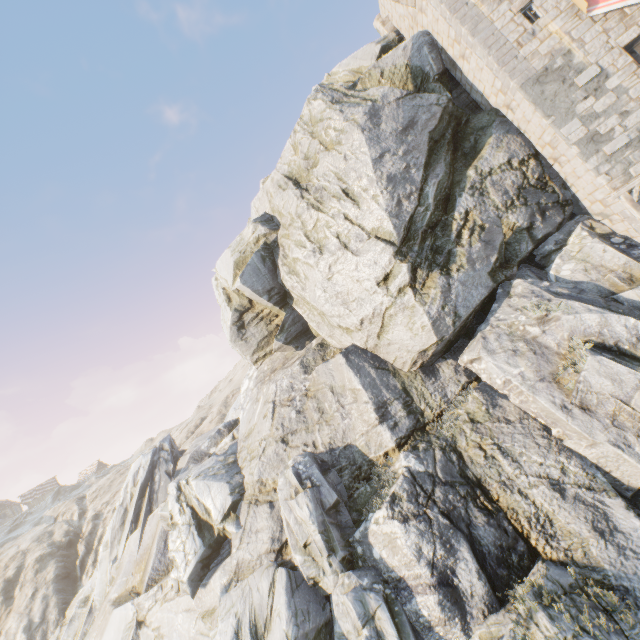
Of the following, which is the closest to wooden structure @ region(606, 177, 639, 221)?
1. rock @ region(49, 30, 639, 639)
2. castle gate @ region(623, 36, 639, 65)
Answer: rock @ region(49, 30, 639, 639)

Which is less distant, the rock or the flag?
the rock

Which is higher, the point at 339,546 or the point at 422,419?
the point at 422,419

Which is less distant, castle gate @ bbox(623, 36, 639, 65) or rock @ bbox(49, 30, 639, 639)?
rock @ bbox(49, 30, 639, 639)

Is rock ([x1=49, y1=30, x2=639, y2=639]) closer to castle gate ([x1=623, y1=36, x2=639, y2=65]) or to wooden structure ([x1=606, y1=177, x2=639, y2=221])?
wooden structure ([x1=606, y1=177, x2=639, y2=221])

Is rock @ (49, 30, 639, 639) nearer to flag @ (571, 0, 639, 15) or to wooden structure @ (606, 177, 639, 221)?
wooden structure @ (606, 177, 639, 221)

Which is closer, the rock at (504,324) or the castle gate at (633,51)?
the rock at (504,324)

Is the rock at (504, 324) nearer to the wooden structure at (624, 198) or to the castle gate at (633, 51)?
the wooden structure at (624, 198)
